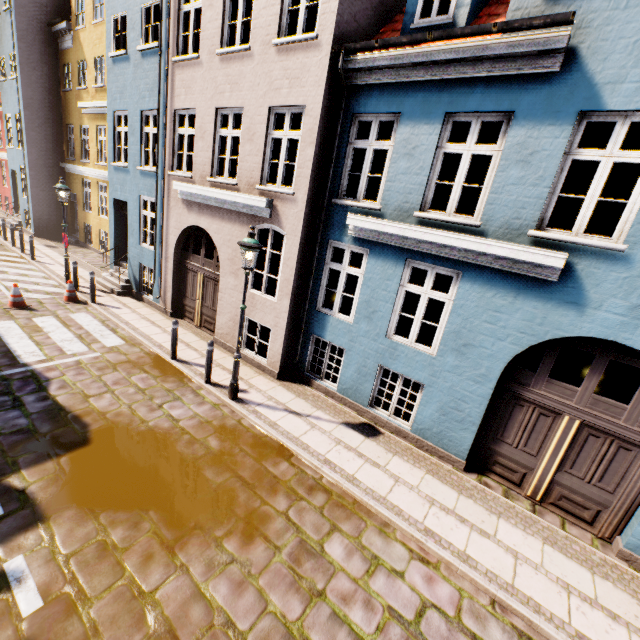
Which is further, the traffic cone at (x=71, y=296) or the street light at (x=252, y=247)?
the traffic cone at (x=71, y=296)

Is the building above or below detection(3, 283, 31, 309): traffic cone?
above

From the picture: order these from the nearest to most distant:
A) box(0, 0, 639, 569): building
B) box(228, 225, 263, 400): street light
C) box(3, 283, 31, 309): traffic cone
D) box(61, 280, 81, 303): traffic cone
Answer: box(0, 0, 639, 569): building, box(228, 225, 263, 400): street light, box(3, 283, 31, 309): traffic cone, box(61, 280, 81, 303): traffic cone

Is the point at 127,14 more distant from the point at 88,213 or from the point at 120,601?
the point at 120,601

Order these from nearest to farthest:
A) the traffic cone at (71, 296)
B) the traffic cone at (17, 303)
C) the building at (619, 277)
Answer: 1. the building at (619, 277)
2. the traffic cone at (17, 303)
3. the traffic cone at (71, 296)

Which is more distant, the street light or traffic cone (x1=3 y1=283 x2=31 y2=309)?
traffic cone (x1=3 y1=283 x2=31 y2=309)

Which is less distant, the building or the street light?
the building

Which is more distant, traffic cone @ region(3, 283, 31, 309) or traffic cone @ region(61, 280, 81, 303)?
traffic cone @ region(61, 280, 81, 303)
